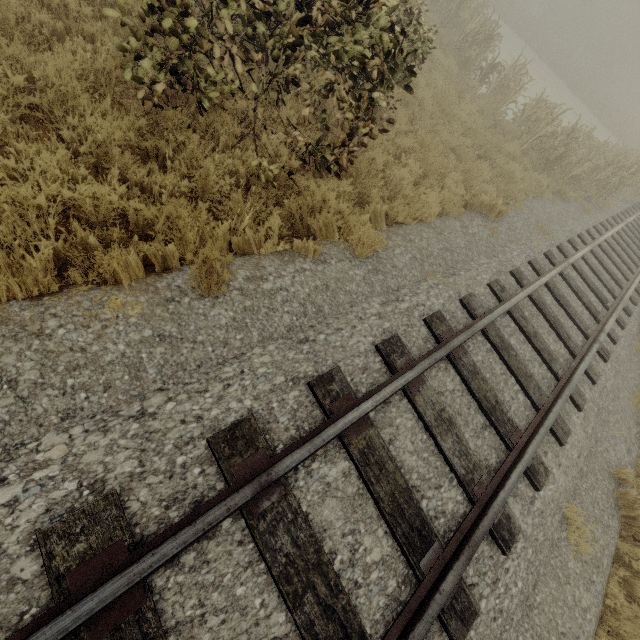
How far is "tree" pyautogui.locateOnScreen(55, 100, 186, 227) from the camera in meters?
3.2 m

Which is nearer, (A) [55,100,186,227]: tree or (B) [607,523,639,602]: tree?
(A) [55,100,186,227]: tree

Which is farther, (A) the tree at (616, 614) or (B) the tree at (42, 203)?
(A) the tree at (616, 614)

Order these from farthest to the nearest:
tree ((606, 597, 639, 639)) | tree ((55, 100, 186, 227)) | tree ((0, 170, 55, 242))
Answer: tree ((606, 597, 639, 639))
tree ((55, 100, 186, 227))
tree ((0, 170, 55, 242))

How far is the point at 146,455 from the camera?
2.3 meters

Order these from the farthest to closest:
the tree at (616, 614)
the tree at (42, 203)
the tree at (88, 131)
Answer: the tree at (616, 614) < the tree at (88, 131) < the tree at (42, 203)

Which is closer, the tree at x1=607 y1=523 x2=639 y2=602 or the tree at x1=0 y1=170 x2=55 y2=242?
the tree at x1=0 y1=170 x2=55 y2=242
